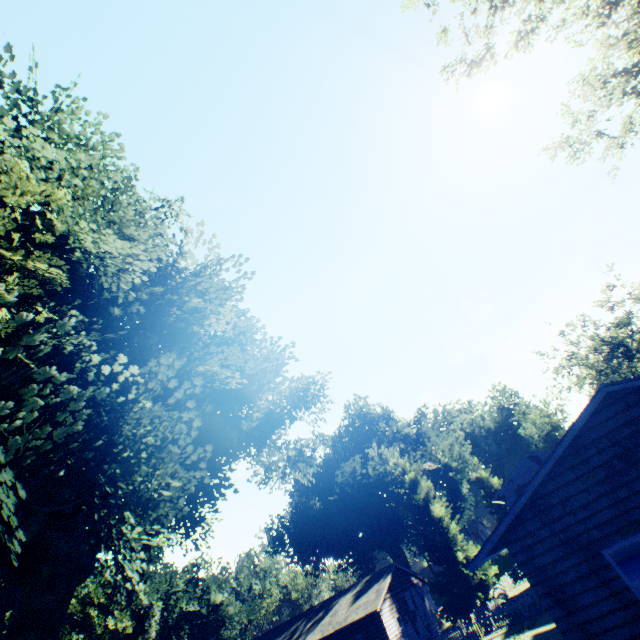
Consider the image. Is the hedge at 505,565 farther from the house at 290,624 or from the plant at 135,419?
the house at 290,624

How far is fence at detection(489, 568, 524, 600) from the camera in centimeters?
3394cm

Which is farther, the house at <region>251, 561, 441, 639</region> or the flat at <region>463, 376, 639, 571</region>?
the house at <region>251, 561, 441, 639</region>

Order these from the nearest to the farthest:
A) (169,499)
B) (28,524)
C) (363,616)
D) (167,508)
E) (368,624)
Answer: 1. (28,524)
2. (167,508)
3. (169,499)
4. (363,616)
5. (368,624)

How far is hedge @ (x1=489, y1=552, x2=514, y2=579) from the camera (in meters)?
54.00

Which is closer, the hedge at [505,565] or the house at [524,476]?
the house at [524,476]

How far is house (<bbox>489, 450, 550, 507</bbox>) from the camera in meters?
36.0 m

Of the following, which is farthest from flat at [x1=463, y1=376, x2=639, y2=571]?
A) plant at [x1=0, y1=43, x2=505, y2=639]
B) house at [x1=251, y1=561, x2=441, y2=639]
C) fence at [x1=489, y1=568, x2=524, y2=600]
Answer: house at [x1=251, y1=561, x2=441, y2=639]
